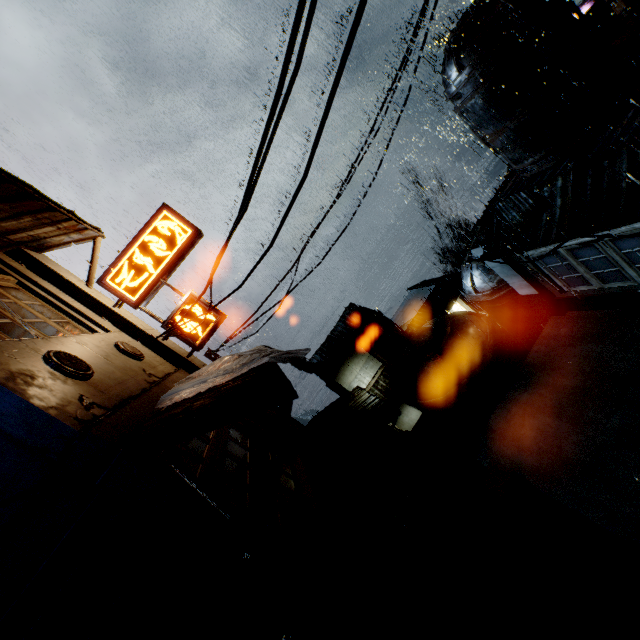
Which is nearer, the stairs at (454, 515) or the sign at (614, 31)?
the stairs at (454, 515)

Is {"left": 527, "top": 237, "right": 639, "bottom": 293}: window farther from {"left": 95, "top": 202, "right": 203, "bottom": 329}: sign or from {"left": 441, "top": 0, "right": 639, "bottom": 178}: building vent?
{"left": 95, "top": 202, "right": 203, "bottom": 329}: sign

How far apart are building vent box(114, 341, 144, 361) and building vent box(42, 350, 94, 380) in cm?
241

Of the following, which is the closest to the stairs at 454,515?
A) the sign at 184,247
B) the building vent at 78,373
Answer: the building vent at 78,373

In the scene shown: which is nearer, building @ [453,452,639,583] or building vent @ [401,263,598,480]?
building @ [453,452,639,583]

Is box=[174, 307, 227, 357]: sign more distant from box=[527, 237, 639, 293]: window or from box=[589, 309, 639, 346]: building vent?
box=[527, 237, 639, 293]: window

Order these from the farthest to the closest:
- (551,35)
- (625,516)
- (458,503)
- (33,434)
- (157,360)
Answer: (458,503) < (157,360) < (551,35) < (625,516) < (33,434)

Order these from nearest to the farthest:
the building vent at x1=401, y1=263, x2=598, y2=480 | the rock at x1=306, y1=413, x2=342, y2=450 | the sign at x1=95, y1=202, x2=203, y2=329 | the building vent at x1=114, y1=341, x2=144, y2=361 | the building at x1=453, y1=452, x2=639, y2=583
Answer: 1. the building at x1=453, y1=452, x2=639, y2=583
2. the building vent at x1=114, y1=341, x2=144, y2=361
3. the sign at x1=95, y1=202, x2=203, y2=329
4. the building vent at x1=401, y1=263, x2=598, y2=480
5. the rock at x1=306, y1=413, x2=342, y2=450
